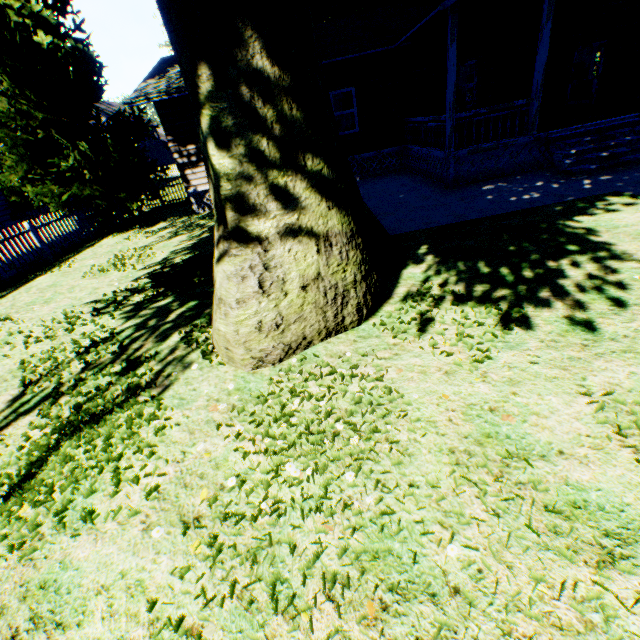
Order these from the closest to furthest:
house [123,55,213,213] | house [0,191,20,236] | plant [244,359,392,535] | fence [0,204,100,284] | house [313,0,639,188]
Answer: plant [244,359,392,535] < house [313,0,639,188] < fence [0,204,100,284] < house [123,55,213,213] < house [0,191,20,236]

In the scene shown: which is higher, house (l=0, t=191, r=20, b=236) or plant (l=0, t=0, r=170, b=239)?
plant (l=0, t=0, r=170, b=239)

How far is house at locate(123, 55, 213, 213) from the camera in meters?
12.0

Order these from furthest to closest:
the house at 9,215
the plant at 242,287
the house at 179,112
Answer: the house at 9,215
the house at 179,112
the plant at 242,287

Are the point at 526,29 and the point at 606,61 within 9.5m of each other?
yes

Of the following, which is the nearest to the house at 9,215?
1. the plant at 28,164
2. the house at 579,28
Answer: the plant at 28,164

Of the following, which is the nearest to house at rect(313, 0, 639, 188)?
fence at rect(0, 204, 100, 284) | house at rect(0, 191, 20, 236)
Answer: fence at rect(0, 204, 100, 284)
